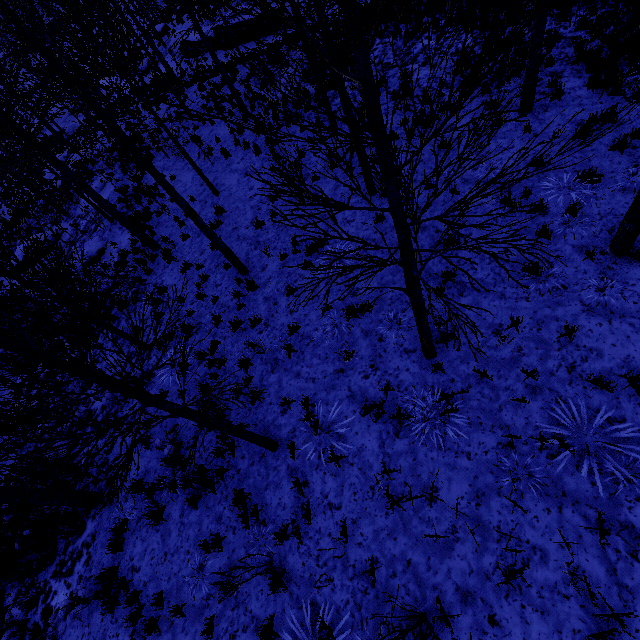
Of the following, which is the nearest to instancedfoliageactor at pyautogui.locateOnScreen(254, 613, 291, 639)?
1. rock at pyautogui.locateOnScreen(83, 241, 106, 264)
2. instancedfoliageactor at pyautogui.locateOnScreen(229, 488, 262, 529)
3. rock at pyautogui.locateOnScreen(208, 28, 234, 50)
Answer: instancedfoliageactor at pyautogui.locateOnScreen(229, 488, 262, 529)

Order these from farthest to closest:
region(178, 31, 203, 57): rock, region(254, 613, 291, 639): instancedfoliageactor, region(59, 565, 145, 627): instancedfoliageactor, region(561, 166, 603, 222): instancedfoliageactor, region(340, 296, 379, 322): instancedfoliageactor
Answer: region(178, 31, 203, 57): rock → region(561, 166, 603, 222): instancedfoliageactor → region(59, 565, 145, 627): instancedfoliageactor → region(254, 613, 291, 639): instancedfoliageactor → region(340, 296, 379, 322): instancedfoliageactor

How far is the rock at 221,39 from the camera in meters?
21.6 m

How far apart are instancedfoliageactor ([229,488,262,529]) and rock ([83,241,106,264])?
11.6m

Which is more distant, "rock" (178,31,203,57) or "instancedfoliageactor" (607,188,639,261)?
"rock" (178,31,203,57)

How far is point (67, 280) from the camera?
3.05m

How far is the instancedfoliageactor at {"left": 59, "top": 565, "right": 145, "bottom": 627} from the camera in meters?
5.5 m

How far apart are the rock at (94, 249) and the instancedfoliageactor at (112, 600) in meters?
6.2 m
